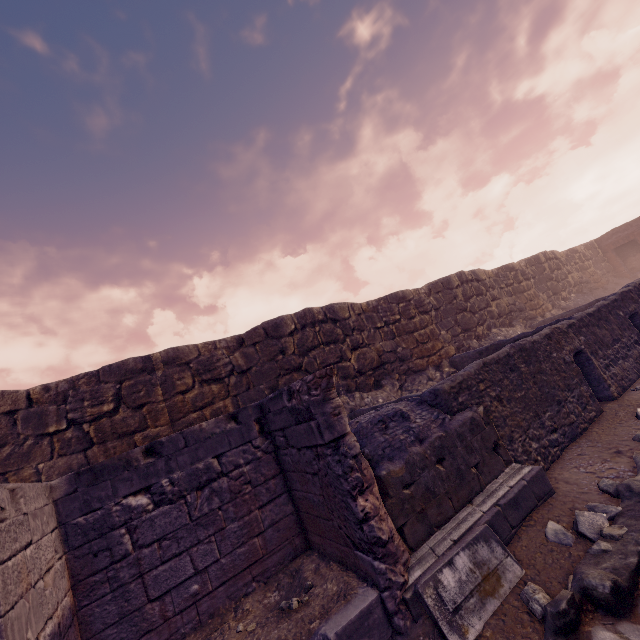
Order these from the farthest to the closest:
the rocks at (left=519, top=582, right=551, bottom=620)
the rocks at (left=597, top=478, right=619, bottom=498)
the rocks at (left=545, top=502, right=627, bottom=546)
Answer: the rocks at (left=597, top=478, right=619, bottom=498)
the rocks at (left=545, top=502, right=627, bottom=546)
the rocks at (left=519, top=582, right=551, bottom=620)

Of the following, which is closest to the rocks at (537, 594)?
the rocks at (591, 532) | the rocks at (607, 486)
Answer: the rocks at (591, 532)

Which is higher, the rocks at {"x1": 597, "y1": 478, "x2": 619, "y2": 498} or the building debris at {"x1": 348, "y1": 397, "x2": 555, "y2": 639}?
the building debris at {"x1": 348, "y1": 397, "x2": 555, "y2": 639}

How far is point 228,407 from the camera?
7.80m

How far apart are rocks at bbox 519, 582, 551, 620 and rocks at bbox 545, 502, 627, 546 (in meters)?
0.72

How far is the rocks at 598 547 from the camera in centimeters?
324cm

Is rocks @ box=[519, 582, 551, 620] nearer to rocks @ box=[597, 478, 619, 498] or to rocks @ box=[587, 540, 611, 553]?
rocks @ box=[587, 540, 611, 553]
